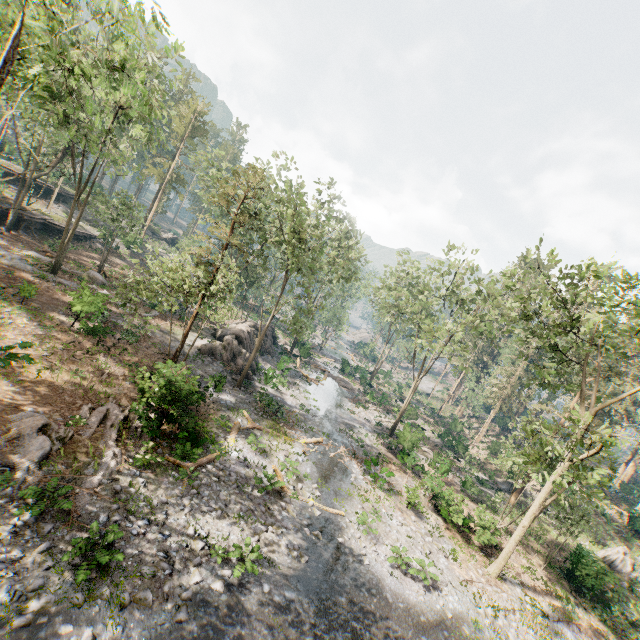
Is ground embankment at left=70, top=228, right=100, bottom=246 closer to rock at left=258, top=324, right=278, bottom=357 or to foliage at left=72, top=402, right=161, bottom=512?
foliage at left=72, top=402, right=161, bottom=512

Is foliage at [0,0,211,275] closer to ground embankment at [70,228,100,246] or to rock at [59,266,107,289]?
ground embankment at [70,228,100,246]

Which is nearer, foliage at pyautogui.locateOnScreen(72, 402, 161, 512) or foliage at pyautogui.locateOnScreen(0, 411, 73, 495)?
foliage at pyautogui.locateOnScreen(0, 411, 73, 495)

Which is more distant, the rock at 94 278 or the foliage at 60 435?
the rock at 94 278

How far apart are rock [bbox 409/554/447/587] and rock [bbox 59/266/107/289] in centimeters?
3269cm

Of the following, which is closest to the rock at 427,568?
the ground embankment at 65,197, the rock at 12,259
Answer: the rock at 12,259

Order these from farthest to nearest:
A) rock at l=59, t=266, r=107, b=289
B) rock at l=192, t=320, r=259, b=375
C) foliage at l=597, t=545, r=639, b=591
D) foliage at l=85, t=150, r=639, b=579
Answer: rock at l=59, t=266, r=107, b=289
rock at l=192, t=320, r=259, b=375
foliage at l=597, t=545, r=639, b=591
foliage at l=85, t=150, r=639, b=579

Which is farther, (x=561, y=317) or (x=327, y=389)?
(x=561, y=317)
